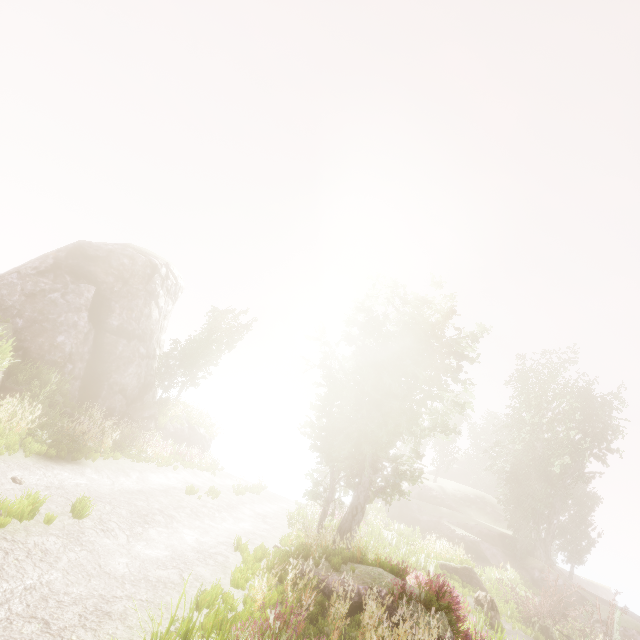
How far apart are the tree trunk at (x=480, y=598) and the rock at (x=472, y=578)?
3.48m

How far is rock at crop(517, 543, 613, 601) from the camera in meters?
25.2 m

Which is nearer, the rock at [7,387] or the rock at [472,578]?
the rock at [7,387]

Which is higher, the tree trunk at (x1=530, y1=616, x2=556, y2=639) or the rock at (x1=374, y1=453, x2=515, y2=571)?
the rock at (x1=374, y1=453, x2=515, y2=571)

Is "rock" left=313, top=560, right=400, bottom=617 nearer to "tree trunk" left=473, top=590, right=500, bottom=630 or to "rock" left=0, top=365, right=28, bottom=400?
"tree trunk" left=473, top=590, right=500, bottom=630

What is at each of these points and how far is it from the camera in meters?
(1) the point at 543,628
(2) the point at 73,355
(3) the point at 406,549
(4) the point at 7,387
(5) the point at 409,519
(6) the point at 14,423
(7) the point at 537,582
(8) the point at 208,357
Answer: (1) tree trunk, 16.0 m
(2) rock, 17.7 m
(3) instancedfoliageactor, 19.2 m
(4) rock, 13.5 m
(5) rock, 33.1 m
(6) instancedfoliageactor, 10.1 m
(7) rock, 25.4 m
(8) instancedfoliageactor, 29.2 m

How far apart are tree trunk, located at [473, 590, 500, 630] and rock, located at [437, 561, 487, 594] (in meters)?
3.48

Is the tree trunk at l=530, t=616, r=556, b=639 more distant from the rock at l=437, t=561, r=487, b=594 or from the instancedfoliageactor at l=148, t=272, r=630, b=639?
the instancedfoliageactor at l=148, t=272, r=630, b=639
